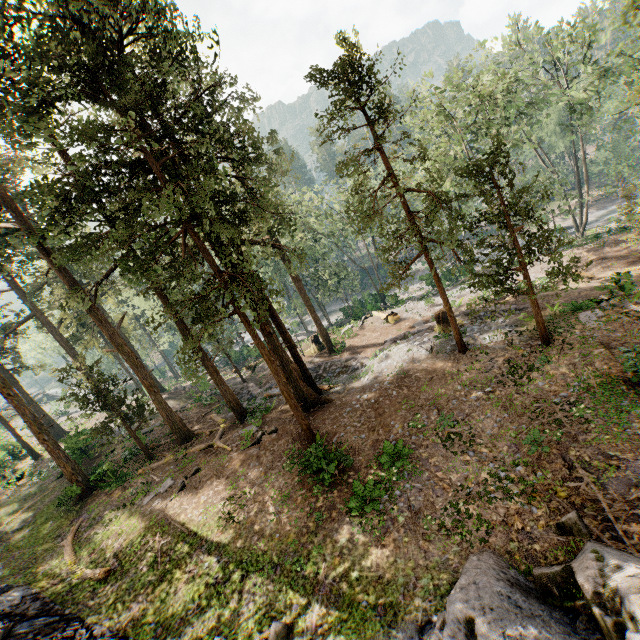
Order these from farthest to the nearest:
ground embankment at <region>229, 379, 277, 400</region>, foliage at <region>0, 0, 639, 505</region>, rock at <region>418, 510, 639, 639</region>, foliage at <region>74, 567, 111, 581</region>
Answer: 1. ground embankment at <region>229, 379, 277, 400</region>
2. foliage at <region>74, 567, 111, 581</region>
3. foliage at <region>0, 0, 639, 505</region>
4. rock at <region>418, 510, 639, 639</region>

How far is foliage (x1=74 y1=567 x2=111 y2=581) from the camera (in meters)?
14.31

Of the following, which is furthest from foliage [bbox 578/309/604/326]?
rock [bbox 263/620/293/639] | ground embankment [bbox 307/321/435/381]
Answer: rock [bbox 263/620/293/639]

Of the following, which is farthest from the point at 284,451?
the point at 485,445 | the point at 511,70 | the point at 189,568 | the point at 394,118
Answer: the point at 511,70

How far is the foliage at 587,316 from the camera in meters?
16.3 m

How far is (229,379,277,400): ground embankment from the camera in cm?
2669
